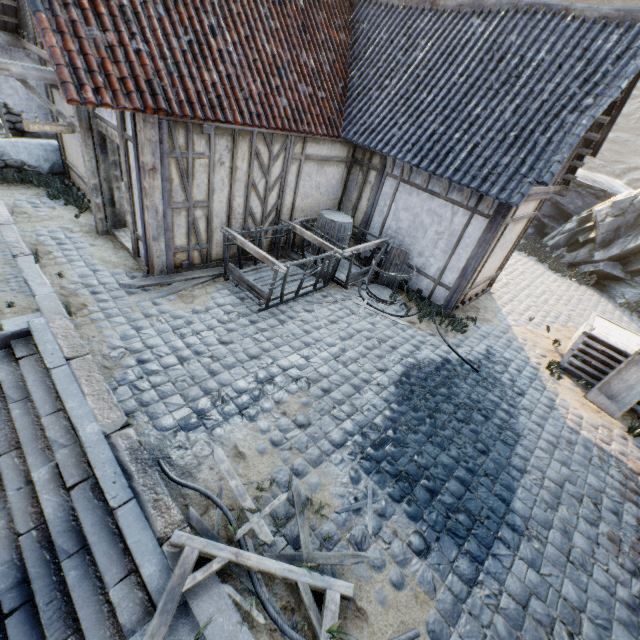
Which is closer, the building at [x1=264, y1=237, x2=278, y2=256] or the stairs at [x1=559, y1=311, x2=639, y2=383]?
the stairs at [x1=559, y1=311, x2=639, y2=383]

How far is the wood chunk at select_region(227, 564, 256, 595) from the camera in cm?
298

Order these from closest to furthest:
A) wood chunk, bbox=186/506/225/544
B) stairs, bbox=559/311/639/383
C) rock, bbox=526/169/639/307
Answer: wood chunk, bbox=186/506/225/544 → stairs, bbox=559/311/639/383 → rock, bbox=526/169/639/307

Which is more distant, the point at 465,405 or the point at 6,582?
the point at 465,405

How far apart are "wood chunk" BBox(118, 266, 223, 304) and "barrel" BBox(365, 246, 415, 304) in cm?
264

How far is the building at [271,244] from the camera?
8.0 meters

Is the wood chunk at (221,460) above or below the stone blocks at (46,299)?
below

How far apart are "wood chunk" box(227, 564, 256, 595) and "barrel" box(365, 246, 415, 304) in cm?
489
